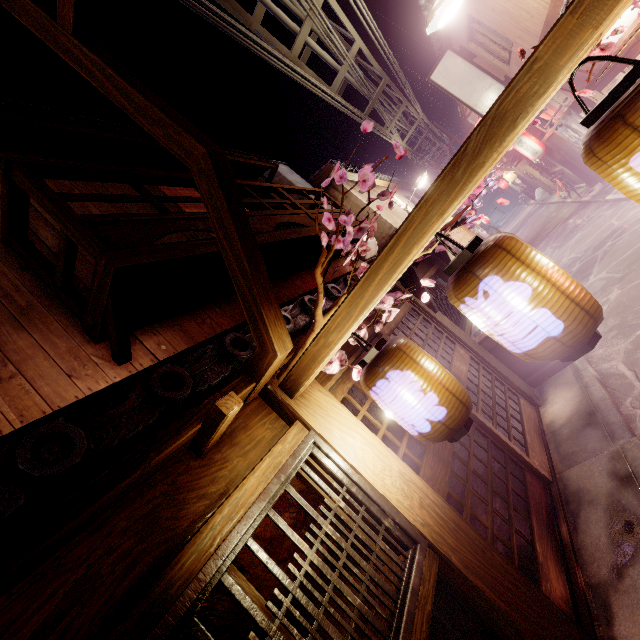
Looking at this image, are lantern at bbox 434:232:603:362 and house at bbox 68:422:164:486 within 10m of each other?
yes

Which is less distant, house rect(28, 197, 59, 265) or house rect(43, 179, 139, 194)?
house rect(28, 197, 59, 265)

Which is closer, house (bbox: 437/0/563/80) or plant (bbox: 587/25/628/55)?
plant (bbox: 587/25/628/55)

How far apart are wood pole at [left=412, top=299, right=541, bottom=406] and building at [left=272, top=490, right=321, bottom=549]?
6.8m

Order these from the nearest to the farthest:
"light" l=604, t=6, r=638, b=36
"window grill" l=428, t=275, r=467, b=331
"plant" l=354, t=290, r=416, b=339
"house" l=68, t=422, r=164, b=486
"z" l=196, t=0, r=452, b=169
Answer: "house" l=68, t=422, r=164, b=486 → "plant" l=354, t=290, r=416, b=339 → "light" l=604, t=6, r=638, b=36 → "z" l=196, t=0, r=452, b=169 → "window grill" l=428, t=275, r=467, b=331

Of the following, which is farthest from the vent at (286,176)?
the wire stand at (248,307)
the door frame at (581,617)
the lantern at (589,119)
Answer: the lantern at (589,119)

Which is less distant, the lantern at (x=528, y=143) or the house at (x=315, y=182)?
the house at (x=315, y=182)

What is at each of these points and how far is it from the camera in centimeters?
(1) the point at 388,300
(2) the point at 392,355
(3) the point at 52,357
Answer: (1) plant, 441cm
(2) lantern, 361cm
(3) house, 522cm
